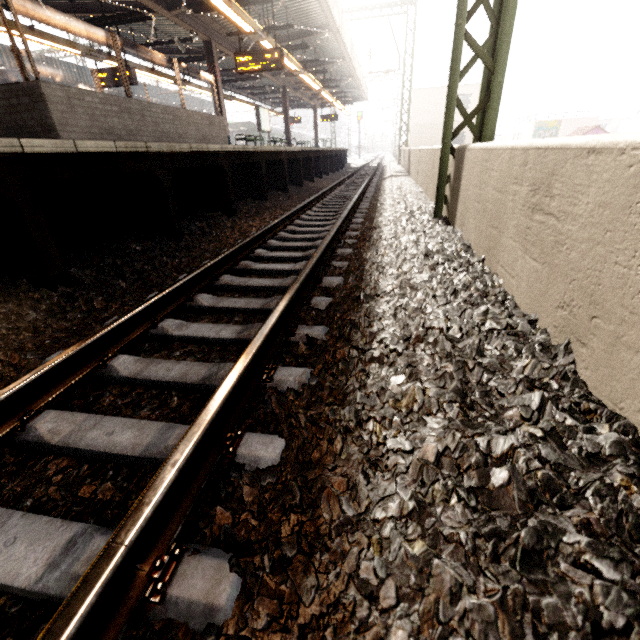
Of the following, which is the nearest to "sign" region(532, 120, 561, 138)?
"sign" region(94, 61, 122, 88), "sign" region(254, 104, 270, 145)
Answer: "sign" region(254, 104, 270, 145)

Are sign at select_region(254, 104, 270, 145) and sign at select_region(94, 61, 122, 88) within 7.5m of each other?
yes

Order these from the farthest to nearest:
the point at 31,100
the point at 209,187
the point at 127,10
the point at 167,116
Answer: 1. the point at 127,10
2. the point at 167,116
3. the point at 209,187
4. the point at 31,100

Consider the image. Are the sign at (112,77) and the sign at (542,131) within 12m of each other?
no

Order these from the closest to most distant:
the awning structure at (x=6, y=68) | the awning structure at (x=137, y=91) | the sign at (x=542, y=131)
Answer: the awning structure at (x=6, y=68), the awning structure at (x=137, y=91), the sign at (x=542, y=131)

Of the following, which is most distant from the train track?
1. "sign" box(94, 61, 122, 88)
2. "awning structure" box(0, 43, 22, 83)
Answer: "awning structure" box(0, 43, 22, 83)

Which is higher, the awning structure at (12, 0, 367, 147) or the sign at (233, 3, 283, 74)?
the awning structure at (12, 0, 367, 147)

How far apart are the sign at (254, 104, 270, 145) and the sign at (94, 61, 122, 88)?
6.4 meters
